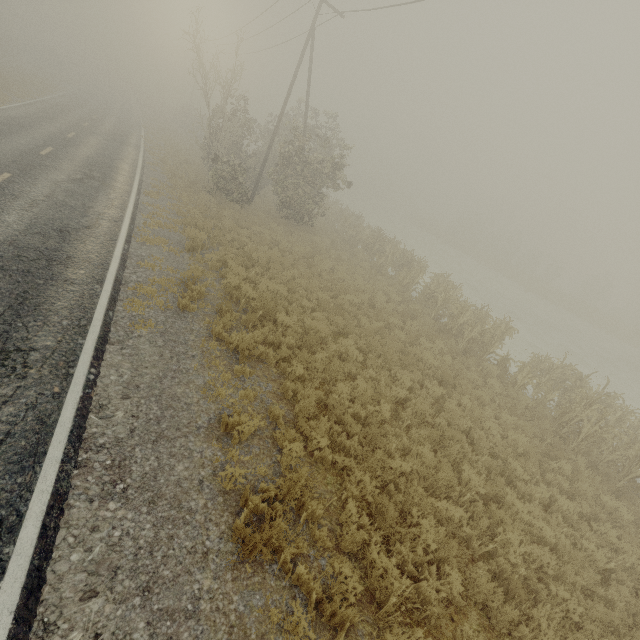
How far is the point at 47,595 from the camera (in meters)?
3.26
